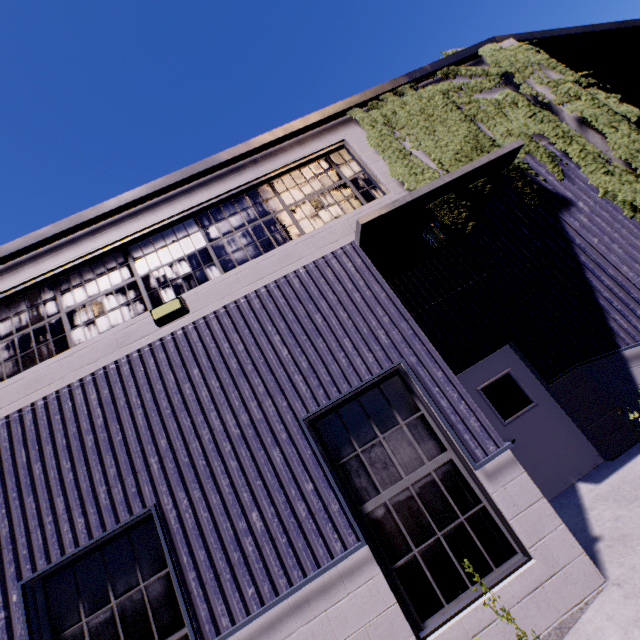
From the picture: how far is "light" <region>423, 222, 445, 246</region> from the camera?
5.6m

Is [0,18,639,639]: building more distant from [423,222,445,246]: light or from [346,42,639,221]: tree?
[423,222,445,246]: light

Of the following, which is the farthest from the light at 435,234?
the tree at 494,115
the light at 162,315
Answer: the light at 162,315

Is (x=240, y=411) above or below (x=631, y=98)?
below

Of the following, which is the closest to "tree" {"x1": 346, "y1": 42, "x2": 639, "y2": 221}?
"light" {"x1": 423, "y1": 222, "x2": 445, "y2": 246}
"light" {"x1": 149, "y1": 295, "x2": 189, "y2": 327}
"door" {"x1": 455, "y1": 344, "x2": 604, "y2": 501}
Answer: "light" {"x1": 423, "y1": 222, "x2": 445, "y2": 246}

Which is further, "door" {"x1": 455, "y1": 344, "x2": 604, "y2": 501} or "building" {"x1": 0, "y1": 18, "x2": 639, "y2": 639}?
"door" {"x1": 455, "y1": 344, "x2": 604, "y2": 501}

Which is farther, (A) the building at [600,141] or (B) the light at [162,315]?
(A) the building at [600,141]
